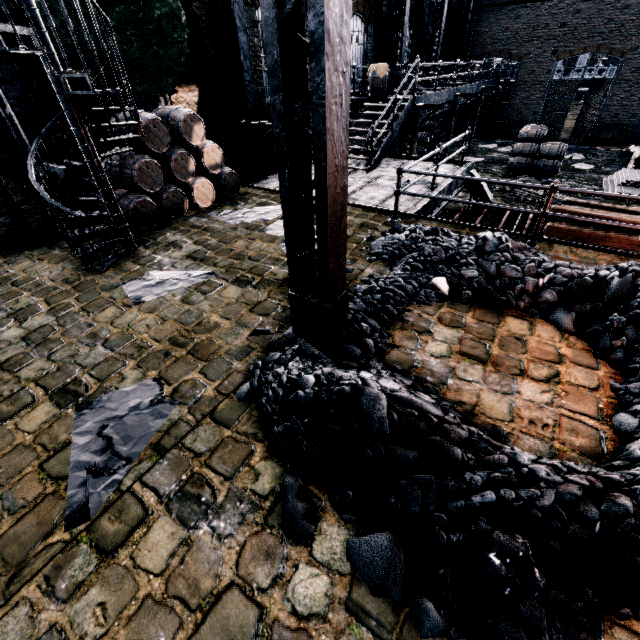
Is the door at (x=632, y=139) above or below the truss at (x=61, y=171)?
below

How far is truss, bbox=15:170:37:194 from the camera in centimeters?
675cm

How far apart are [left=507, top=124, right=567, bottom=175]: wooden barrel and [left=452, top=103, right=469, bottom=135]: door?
10.4m

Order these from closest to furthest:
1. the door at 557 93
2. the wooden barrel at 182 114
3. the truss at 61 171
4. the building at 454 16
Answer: the truss at 61 171 → the wooden barrel at 182 114 → the door at 557 93 → the building at 454 16

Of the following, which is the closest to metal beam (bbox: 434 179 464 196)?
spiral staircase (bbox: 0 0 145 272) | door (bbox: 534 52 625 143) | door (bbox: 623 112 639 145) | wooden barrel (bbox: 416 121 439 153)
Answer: spiral staircase (bbox: 0 0 145 272)

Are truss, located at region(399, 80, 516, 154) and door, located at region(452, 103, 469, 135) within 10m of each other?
yes

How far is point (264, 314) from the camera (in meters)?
5.01
